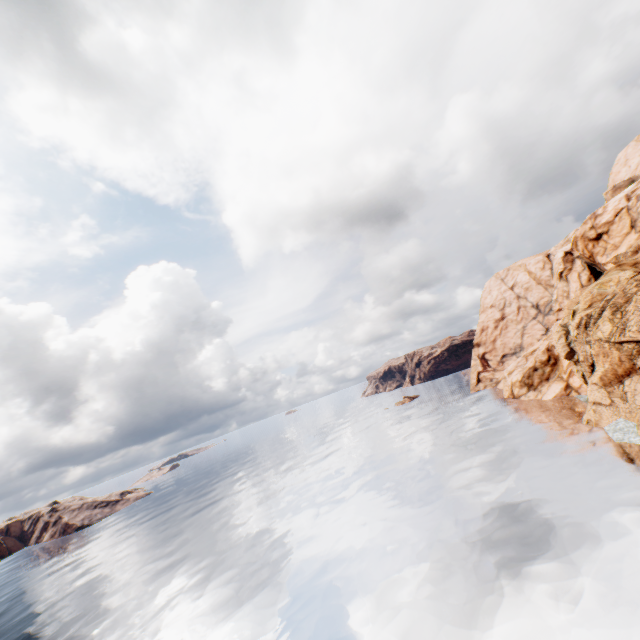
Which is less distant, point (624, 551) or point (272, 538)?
point (624, 551)
